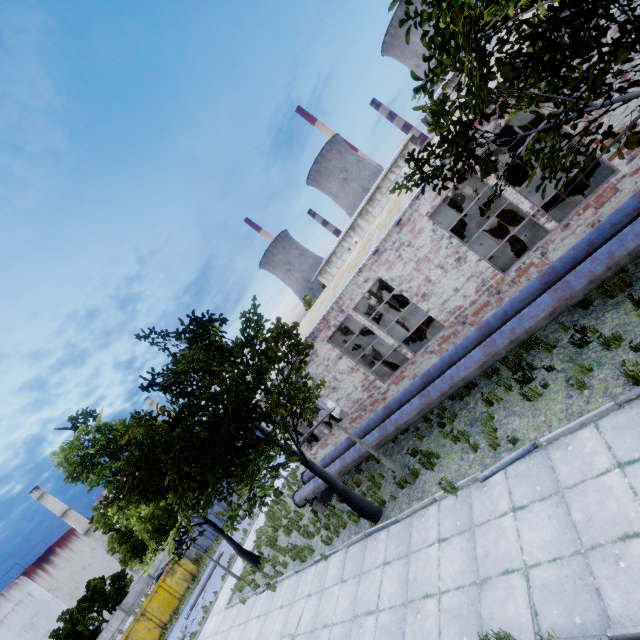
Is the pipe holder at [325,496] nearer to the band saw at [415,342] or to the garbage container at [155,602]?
the band saw at [415,342]

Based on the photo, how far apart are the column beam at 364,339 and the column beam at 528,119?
11.32m

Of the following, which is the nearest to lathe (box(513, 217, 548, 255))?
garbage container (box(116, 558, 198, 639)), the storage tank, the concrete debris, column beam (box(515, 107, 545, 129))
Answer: column beam (box(515, 107, 545, 129))

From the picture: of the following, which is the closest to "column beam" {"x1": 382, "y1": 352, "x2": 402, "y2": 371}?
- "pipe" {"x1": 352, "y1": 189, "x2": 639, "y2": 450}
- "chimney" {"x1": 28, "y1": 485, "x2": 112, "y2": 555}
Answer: "pipe" {"x1": 352, "y1": 189, "x2": 639, "y2": 450}

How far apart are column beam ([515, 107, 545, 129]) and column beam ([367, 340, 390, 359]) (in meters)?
11.32

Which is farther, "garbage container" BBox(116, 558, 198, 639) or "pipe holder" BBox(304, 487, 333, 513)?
"garbage container" BBox(116, 558, 198, 639)

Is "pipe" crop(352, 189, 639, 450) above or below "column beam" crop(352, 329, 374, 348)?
below

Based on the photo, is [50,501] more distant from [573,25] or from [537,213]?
[573,25]
